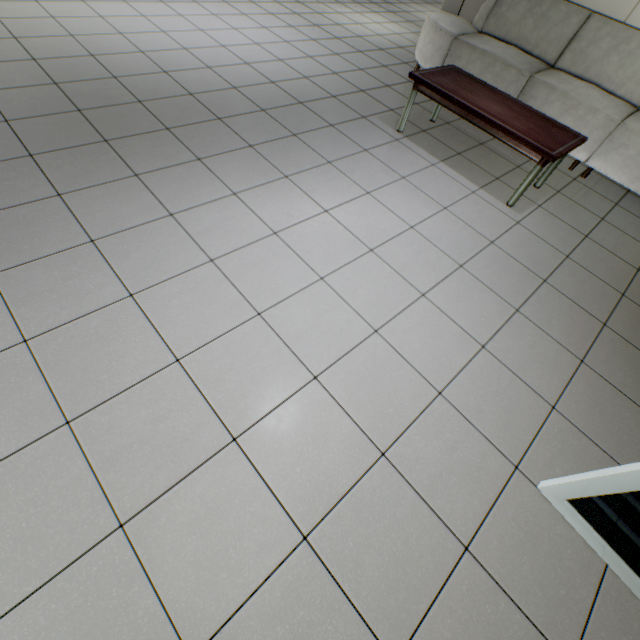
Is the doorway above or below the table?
below

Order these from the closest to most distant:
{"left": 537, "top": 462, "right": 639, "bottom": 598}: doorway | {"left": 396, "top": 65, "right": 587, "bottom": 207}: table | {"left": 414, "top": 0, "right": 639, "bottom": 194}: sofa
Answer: {"left": 537, "top": 462, "right": 639, "bottom": 598}: doorway, {"left": 396, "top": 65, "right": 587, "bottom": 207}: table, {"left": 414, "top": 0, "right": 639, "bottom": 194}: sofa

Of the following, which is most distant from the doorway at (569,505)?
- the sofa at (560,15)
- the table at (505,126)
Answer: the table at (505,126)

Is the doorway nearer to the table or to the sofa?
the sofa

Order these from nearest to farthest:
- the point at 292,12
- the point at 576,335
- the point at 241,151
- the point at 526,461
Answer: the point at 526,461 < the point at 576,335 < the point at 241,151 < the point at 292,12

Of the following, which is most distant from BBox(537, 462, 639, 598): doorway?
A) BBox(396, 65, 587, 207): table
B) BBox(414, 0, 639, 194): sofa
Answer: BBox(396, 65, 587, 207): table
